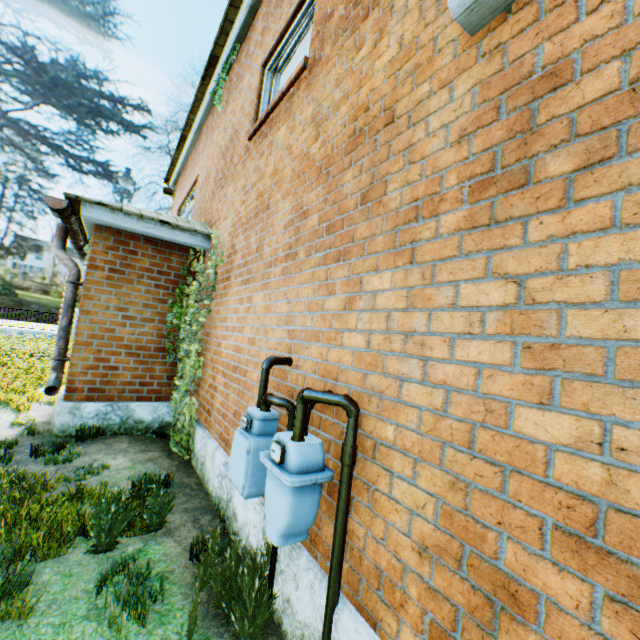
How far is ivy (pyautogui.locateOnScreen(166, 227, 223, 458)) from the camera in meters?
5.1

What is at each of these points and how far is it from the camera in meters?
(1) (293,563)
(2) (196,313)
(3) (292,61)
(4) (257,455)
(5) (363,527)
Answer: (1) building, 2.3 m
(2) ivy, 5.5 m
(3) blinds, 4.7 m
(4) gas meter, 2.6 m
(5) building, 2.0 m

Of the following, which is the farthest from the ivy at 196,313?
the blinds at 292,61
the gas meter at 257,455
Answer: the gas meter at 257,455

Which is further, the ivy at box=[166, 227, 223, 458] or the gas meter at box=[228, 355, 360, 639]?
the ivy at box=[166, 227, 223, 458]

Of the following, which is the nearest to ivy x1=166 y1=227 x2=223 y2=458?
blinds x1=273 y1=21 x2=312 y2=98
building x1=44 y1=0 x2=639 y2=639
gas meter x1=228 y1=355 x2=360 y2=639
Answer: building x1=44 y1=0 x2=639 y2=639

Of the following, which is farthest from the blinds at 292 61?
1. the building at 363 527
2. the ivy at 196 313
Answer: the ivy at 196 313

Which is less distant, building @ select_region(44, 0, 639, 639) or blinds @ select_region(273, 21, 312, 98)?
building @ select_region(44, 0, 639, 639)

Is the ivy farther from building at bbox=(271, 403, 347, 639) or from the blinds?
the blinds
